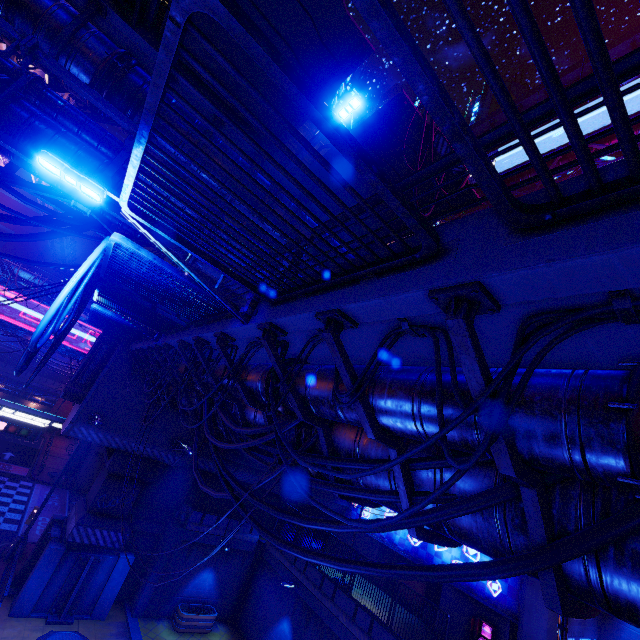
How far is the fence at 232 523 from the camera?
19.48m

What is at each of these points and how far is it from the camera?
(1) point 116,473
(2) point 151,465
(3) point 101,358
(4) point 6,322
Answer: (1) pillar, 17.3 meters
(2) pillar, 18.1 meters
(3) vent, 17.0 meters
(4) sign, 29.4 meters

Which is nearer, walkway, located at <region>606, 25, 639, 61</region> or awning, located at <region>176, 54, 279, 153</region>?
awning, located at <region>176, 54, 279, 153</region>

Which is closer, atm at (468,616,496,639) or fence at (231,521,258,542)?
atm at (468,616,496,639)

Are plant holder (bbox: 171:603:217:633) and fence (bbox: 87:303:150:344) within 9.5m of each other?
no

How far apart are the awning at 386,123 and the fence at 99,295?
6.0m

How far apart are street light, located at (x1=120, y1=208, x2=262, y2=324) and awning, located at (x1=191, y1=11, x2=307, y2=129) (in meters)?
6.15

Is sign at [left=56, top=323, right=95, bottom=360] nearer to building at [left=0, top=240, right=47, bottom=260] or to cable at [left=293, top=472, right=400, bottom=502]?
cable at [left=293, top=472, right=400, bottom=502]
